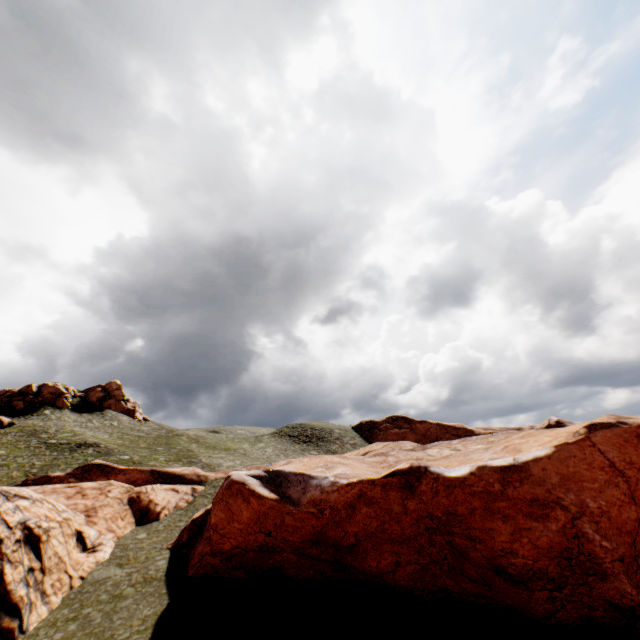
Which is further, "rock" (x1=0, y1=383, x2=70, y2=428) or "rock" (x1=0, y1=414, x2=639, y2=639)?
"rock" (x1=0, y1=383, x2=70, y2=428)

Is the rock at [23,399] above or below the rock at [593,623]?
above

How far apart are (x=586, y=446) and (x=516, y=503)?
4.3 meters

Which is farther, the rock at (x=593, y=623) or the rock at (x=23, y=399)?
the rock at (x=23, y=399)

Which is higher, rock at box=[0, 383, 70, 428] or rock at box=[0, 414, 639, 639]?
rock at box=[0, 383, 70, 428]
